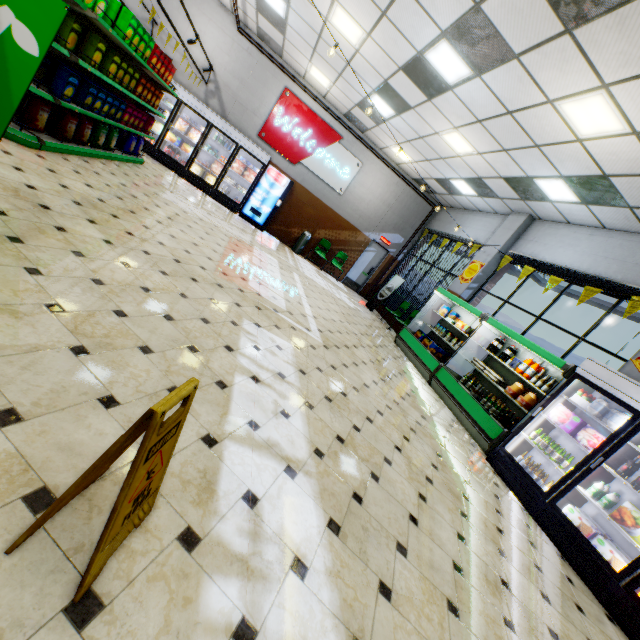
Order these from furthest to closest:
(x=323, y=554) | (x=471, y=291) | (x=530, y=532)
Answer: (x=471, y=291)
(x=530, y=532)
(x=323, y=554)

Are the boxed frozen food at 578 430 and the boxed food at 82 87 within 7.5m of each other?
no

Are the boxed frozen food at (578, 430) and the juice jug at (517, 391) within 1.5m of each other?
yes

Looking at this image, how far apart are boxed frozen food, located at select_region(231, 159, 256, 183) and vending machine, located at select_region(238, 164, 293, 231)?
0.25m

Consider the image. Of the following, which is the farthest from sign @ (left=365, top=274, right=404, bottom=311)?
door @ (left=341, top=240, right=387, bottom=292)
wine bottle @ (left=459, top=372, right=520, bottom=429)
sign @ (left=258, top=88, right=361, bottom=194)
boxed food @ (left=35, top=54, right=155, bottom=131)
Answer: boxed food @ (left=35, top=54, right=155, bottom=131)

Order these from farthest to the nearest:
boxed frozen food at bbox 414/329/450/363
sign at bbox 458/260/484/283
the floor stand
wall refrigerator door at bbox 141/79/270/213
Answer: wall refrigerator door at bbox 141/79/270/213 < sign at bbox 458/260/484/283 < boxed frozen food at bbox 414/329/450/363 < the floor stand

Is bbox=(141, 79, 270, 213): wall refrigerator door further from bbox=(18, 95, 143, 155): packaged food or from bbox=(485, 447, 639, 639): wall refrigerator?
bbox=(485, 447, 639, 639): wall refrigerator

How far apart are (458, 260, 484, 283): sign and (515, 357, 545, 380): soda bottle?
3.5m
